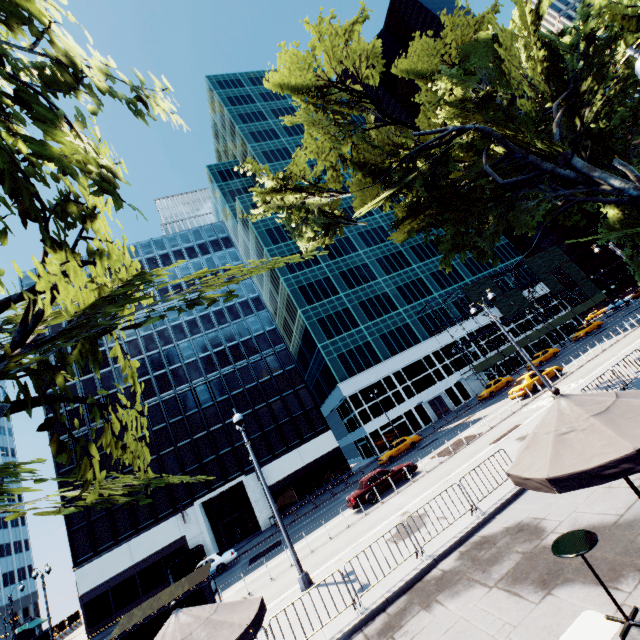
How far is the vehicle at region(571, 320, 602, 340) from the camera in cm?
4514

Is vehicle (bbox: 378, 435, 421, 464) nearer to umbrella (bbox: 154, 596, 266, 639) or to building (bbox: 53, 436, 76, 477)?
building (bbox: 53, 436, 76, 477)

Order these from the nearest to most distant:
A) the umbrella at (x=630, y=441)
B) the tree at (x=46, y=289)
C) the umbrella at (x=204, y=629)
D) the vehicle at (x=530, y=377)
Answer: the tree at (x=46, y=289) → the umbrella at (x=630, y=441) → the umbrella at (x=204, y=629) → the vehicle at (x=530, y=377)

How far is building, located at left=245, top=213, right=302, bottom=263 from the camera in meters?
56.0 m

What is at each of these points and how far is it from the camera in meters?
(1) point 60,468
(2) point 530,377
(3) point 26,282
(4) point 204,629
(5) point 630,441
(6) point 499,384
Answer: (1) building, 35.9
(2) vehicle, 26.5
(3) building, 45.2
(4) umbrella, 5.4
(5) umbrella, 4.0
(6) vehicle, 39.5

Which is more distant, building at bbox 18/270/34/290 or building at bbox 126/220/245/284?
Result: building at bbox 126/220/245/284

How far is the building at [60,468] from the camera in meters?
35.7

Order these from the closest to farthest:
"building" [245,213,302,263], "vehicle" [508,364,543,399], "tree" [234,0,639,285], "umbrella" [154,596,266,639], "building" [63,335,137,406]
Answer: "umbrella" [154,596,266,639], "tree" [234,0,639,285], "vehicle" [508,364,543,399], "building" [63,335,137,406], "building" [245,213,302,263]
